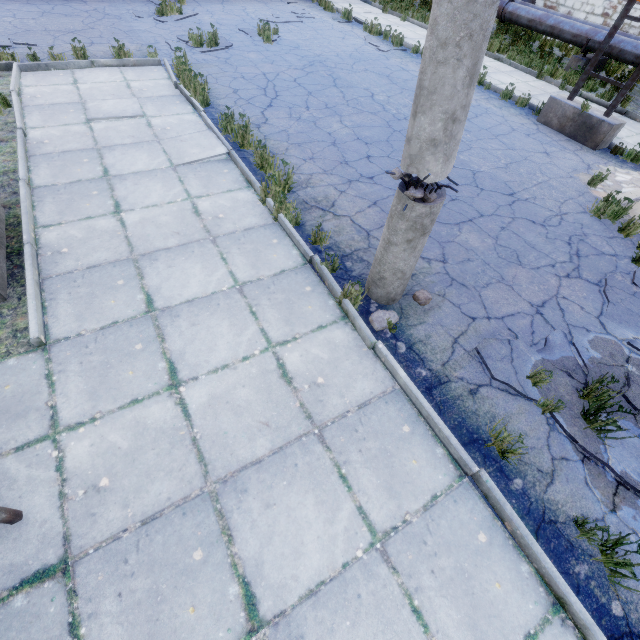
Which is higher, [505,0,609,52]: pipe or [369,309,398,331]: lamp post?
[505,0,609,52]: pipe

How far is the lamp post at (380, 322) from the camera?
3.8m

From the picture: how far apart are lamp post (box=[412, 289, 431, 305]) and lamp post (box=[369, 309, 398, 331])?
0.4 meters

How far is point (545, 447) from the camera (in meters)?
3.13

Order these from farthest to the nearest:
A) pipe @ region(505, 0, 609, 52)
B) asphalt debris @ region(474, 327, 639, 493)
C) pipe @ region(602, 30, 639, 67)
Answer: pipe @ region(505, 0, 609, 52) → pipe @ region(602, 30, 639, 67) → asphalt debris @ region(474, 327, 639, 493)

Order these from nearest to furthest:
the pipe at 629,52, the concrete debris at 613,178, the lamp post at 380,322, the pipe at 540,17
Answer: the lamp post at 380,322 → the concrete debris at 613,178 → the pipe at 629,52 → the pipe at 540,17

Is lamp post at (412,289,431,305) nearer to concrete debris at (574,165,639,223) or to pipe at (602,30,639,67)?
concrete debris at (574,165,639,223)

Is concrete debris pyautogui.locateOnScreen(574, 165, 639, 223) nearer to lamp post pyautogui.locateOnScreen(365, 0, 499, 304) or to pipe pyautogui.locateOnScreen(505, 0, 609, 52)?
pipe pyautogui.locateOnScreen(505, 0, 609, 52)
